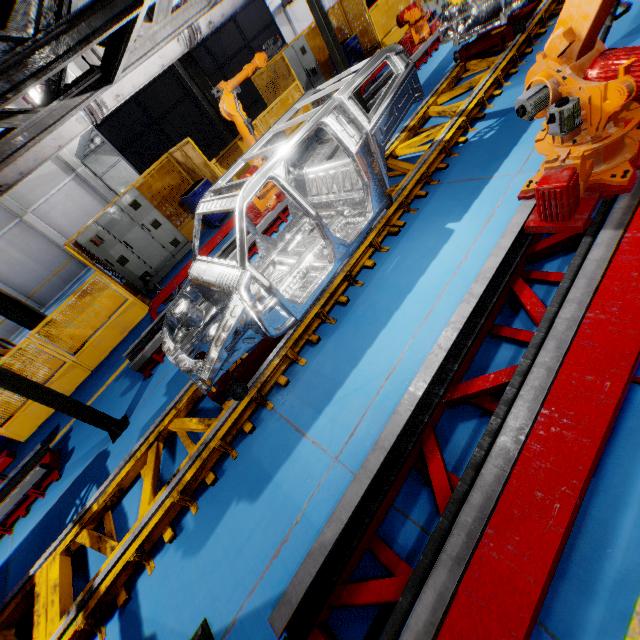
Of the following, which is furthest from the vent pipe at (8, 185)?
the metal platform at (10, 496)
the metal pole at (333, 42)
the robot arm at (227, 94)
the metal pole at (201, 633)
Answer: the metal pole at (201, 633)

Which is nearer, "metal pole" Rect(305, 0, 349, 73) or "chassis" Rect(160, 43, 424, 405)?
"chassis" Rect(160, 43, 424, 405)

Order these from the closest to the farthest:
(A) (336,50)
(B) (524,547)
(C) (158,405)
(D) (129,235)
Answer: (B) (524,547)
(C) (158,405)
(A) (336,50)
(D) (129,235)

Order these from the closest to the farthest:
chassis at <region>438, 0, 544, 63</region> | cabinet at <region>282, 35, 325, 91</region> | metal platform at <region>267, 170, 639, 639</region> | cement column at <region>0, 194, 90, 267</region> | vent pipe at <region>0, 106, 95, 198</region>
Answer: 1. metal platform at <region>267, 170, 639, 639</region>
2. vent pipe at <region>0, 106, 95, 198</region>
3. chassis at <region>438, 0, 544, 63</region>
4. cabinet at <region>282, 35, 325, 91</region>
5. cement column at <region>0, 194, 90, 267</region>

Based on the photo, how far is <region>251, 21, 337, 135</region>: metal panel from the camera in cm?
950

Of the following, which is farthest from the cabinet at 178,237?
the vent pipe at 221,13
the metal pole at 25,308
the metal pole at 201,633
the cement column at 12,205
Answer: the cement column at 12,205

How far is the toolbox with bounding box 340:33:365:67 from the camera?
11.3 meters

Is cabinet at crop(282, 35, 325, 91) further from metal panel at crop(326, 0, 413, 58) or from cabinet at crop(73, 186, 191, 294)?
cabinet at crop(73, 186, 191, 294)
